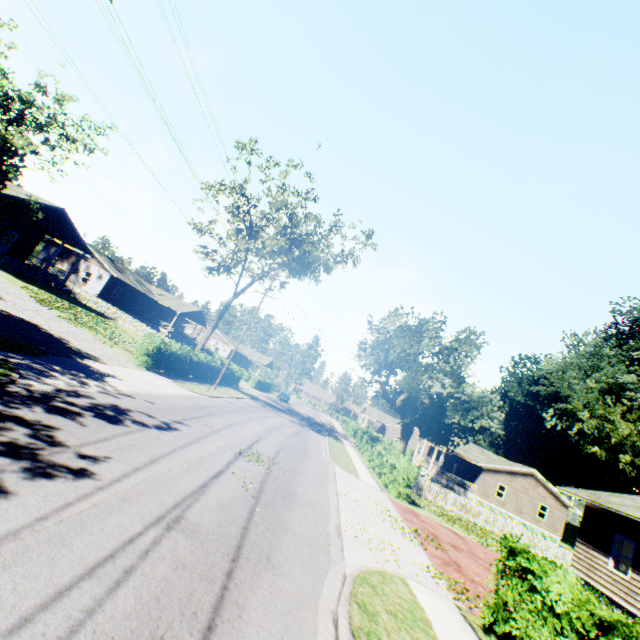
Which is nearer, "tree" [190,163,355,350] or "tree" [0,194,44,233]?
"tree" [0,194,44,233]

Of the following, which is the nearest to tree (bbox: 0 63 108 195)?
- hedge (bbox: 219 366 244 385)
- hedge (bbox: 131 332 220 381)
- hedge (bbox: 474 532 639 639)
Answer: hedge (bbox: 131 332 220 381)

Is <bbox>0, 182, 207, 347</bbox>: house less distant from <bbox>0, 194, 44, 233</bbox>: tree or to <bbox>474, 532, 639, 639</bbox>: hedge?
<bbox>0, 194, 44, 233</bbox>: tree

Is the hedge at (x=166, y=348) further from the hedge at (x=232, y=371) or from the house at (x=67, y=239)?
the house at (x=67, y=239)

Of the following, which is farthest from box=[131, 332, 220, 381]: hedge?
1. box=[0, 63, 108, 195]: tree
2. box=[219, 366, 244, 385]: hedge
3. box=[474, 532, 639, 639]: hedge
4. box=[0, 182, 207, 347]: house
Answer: box=[0, 182, 207, 347]: house

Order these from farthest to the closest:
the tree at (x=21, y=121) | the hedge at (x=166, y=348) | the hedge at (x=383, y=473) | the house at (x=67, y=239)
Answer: the house at (x=67, y=239), the hedge at (x=166, y=348), the hedge at (x=383, y=473), the tree at (x=21, y=121)

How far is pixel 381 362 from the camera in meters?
25.4

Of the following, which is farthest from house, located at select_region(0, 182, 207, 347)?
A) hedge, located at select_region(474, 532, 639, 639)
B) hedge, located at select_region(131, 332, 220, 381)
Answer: hedge, located at select_region(474, 532, 639, 639)
